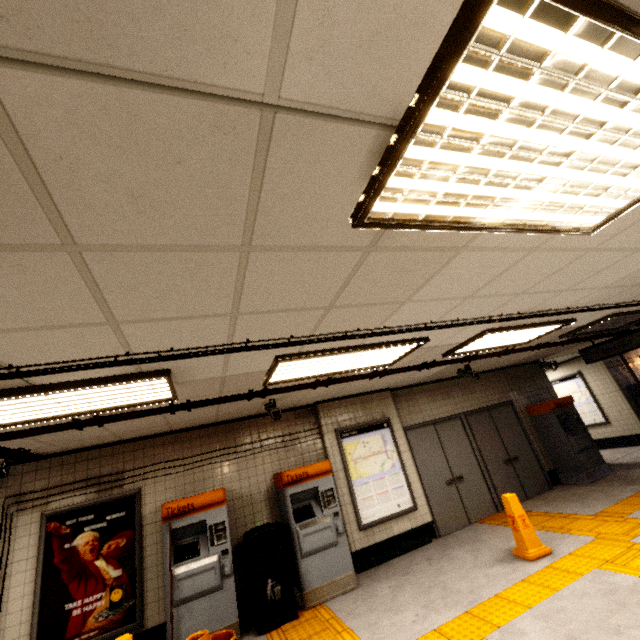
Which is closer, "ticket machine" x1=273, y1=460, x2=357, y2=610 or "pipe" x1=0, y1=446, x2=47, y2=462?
"pipe" x1=0, y1=446, x2=47, y2=462

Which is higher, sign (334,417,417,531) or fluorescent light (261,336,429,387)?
fluorescent light (261,336,429,387)

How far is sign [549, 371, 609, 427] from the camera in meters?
10.6

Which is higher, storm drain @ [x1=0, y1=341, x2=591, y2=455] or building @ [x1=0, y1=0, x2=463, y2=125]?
storm drain @ [x1=0, y1=341, x2=591, y2=455]

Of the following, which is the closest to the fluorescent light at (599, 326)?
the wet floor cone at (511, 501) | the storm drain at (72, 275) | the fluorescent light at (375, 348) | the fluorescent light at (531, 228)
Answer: the storm drain at (72, 275)

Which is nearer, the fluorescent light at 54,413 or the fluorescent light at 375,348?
the fluorescent light at 54,413

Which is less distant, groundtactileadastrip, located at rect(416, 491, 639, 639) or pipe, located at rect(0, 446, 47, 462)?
groundtactileadastrip, located at rect(416, 491, 639, 639)

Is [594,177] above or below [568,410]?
above
